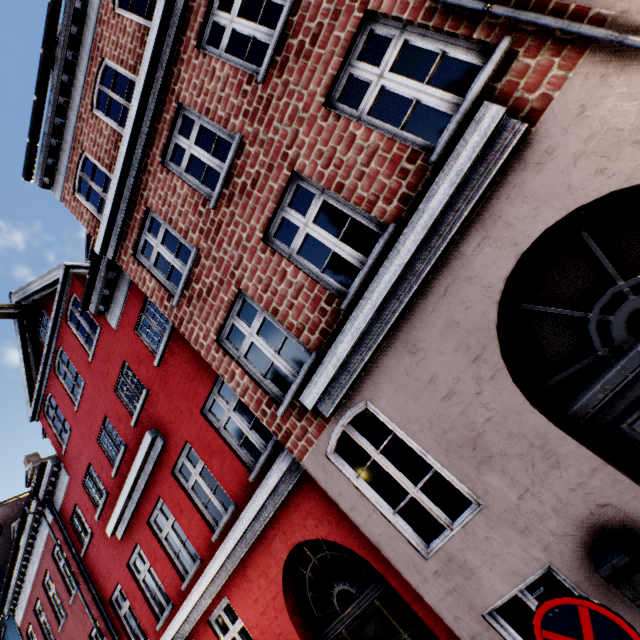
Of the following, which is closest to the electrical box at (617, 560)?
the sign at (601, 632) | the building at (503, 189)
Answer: the building at (503, 189)

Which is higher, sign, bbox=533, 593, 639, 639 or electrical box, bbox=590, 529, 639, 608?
sign, bbox=533, 593, 639, 639

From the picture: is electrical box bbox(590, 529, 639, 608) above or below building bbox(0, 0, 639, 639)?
below

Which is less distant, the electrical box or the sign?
the sign

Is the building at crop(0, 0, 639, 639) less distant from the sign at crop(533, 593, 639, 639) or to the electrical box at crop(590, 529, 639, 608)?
the electrical box at crop(590, 529, 639, 608)

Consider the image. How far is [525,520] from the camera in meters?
3.4

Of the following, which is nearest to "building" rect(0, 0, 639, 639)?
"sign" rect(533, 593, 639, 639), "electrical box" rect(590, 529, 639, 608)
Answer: "electrical box" rect(590, 529, 639, 608)
